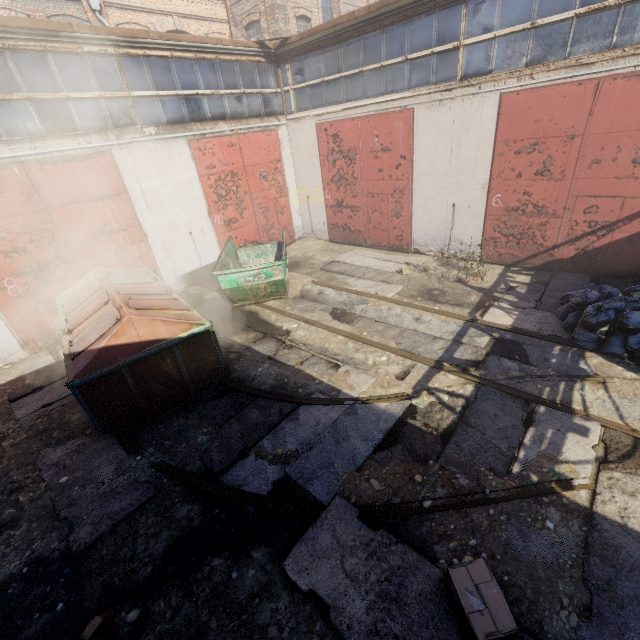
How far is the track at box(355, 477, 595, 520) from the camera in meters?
3.8

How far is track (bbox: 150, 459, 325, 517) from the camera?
4.0 meters

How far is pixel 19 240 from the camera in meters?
7.4

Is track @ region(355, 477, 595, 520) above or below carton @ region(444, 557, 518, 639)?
below

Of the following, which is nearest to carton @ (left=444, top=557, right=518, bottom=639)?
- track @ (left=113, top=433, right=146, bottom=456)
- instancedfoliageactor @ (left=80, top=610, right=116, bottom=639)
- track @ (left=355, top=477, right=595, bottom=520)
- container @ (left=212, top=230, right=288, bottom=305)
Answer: track @ (left=355, top=477, right=595, bottom=520)

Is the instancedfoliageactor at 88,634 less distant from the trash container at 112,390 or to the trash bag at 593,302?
the trash container at 112,390

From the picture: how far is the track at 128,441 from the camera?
5.10m

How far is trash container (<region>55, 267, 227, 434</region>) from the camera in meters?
5.0 m
